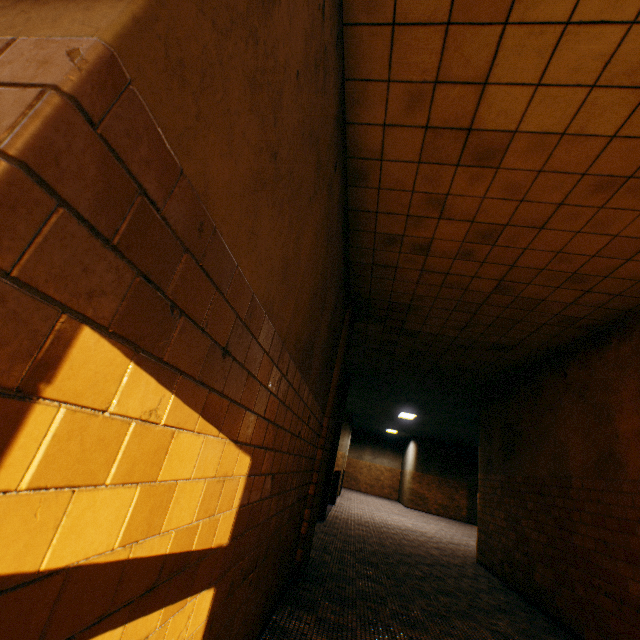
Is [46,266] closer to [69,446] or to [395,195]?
[69,446]
